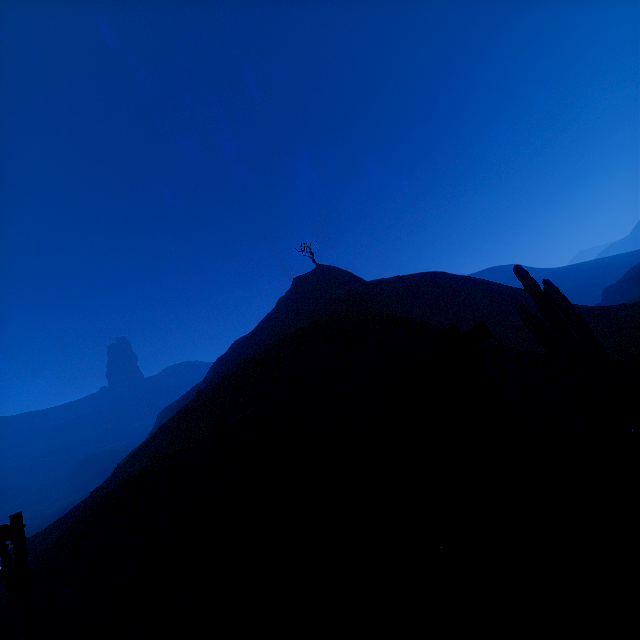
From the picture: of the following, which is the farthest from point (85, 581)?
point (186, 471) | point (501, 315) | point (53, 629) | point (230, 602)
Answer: point (501, 315)

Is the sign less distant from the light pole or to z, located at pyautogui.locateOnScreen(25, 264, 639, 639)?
z, located at pyautogui.locateOnScreen(25, 264, 639, 639)

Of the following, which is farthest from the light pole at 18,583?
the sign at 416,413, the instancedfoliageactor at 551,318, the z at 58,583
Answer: the instancedfoliageactor at 551,318

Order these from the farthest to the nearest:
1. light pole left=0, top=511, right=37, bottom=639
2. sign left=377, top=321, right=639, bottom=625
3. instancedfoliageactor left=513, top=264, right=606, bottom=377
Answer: instancedfoliageactor left=513, top=264, right=606, bottom=377 → light pole left=0, top=511, right=37, bottom=639 → sign left=377, top=321, right=639, bottom=625

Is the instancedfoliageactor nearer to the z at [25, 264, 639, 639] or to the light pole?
the z at [25, 264, 639, 639]

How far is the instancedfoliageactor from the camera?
9.5 meters

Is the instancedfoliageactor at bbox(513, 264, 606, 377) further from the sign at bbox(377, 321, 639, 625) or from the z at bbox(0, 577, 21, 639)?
the sign at bbox(377, 321, 639, 625)
